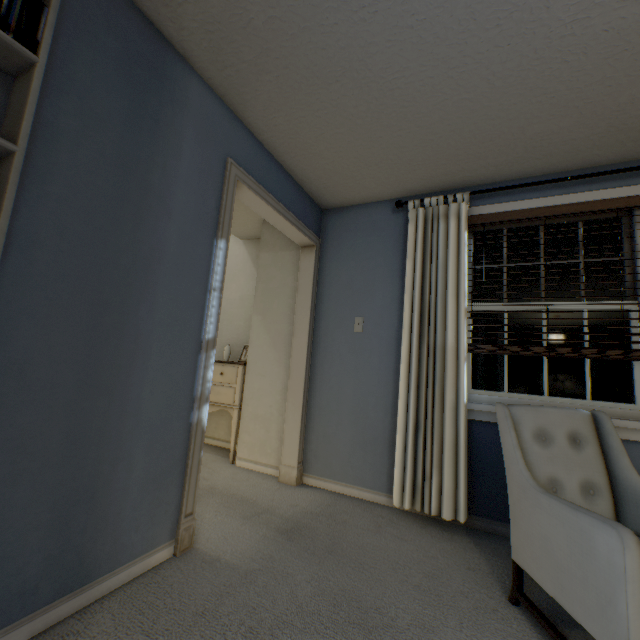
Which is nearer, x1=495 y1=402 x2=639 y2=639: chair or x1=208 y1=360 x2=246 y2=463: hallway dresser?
x1=495 y1=402 x2=639 y2=639: chair

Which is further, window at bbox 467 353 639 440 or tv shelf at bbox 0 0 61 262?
window at bbox 467 353 639 440

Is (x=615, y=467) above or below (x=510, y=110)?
below

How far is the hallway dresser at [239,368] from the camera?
3.14m

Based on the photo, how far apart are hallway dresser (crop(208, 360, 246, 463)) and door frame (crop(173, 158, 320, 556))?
0.6m

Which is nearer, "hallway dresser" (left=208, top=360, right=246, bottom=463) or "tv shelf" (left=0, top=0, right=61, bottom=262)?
"tv shelf" (left=0, top=0, right=61, bottom=262)

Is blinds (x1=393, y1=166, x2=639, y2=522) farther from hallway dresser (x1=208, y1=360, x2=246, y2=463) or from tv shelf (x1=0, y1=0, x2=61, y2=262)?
tv shelf (x1=0, y1=0, x2=61, y2=262)

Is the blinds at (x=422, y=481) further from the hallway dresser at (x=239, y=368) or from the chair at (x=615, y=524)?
the hallway dresser at (x=239, y=368)
